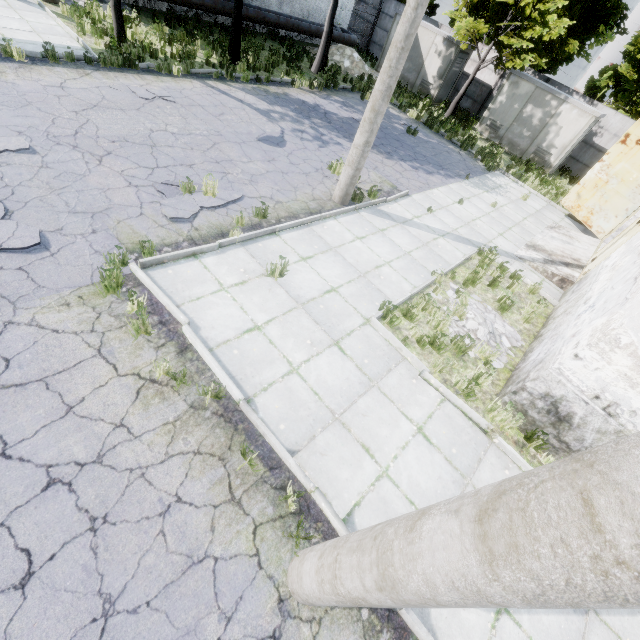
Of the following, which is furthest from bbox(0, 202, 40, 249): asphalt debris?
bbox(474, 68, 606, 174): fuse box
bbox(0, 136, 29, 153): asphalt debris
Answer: bbox(474, 68, 606, 174): fuse box

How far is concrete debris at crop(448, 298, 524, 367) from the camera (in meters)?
7.11

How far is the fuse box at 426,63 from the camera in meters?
20.3

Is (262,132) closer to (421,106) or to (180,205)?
(180,205)

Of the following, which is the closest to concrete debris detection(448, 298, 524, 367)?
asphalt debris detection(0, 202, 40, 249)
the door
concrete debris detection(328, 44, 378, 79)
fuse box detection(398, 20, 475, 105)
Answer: asphalt debris detection(0, 202, 40, 249)

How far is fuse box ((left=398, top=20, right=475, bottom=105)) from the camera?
20.3m

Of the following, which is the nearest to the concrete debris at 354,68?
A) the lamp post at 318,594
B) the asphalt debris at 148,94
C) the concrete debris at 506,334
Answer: the asphalt debris at 148,94

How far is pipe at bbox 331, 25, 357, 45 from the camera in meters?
21.6 m
